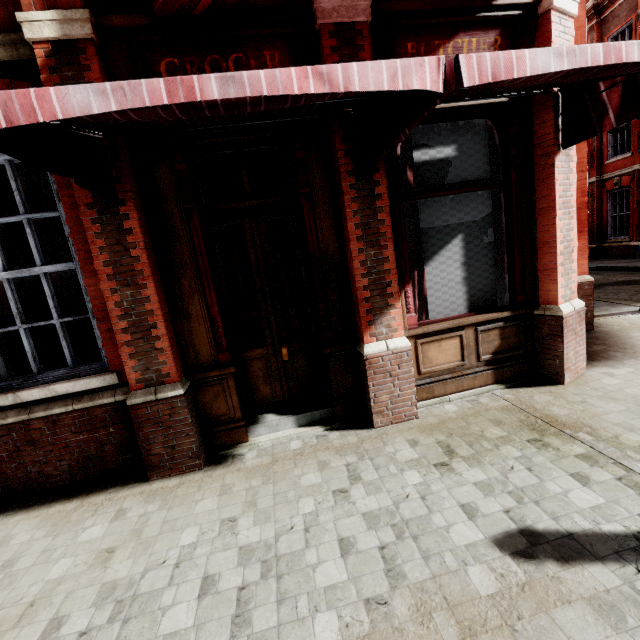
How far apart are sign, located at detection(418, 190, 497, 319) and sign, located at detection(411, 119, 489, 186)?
0.1 meters

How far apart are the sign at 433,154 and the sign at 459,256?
0.13m

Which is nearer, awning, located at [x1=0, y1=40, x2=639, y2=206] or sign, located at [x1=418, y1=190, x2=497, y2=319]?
awning, located at [x1=0, y1=40, x2=639, y2=206]

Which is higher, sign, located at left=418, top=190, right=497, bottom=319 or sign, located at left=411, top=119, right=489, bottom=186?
sign, located at left=411, top=119, right=489, bottom=186

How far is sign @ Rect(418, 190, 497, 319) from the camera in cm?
404

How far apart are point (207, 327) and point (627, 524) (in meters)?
3.92

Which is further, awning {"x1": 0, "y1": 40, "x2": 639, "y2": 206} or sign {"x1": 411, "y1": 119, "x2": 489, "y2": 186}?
sign {"x1": 411, "y1": 119, "x2": 489, "y2": 186}

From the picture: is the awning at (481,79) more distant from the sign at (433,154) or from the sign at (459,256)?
the sign at (459,256)
